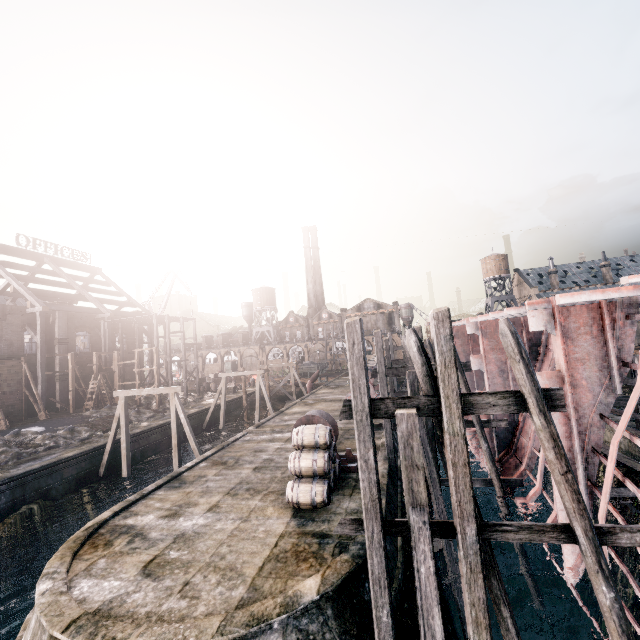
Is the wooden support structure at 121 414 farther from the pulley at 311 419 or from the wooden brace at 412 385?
the wooden brace at 412 385

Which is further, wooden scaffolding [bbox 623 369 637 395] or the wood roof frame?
the wood roof frame

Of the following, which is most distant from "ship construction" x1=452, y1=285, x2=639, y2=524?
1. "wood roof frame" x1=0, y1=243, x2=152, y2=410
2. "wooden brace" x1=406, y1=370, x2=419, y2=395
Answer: "wood roof frame" x1=0, y1=243, x2=152, y2=410

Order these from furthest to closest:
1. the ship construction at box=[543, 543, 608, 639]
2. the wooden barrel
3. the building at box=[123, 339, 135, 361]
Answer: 1. the building at box=[123, 339, 135, 361]
2. the wooden barrel
3. the ship construction at box=[543, 543, 608, 639]

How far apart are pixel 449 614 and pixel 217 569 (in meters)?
8.81

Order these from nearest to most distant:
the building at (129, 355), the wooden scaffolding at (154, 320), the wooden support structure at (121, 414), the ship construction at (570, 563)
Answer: the ship construction at (570, 563) → the wooden support structure at (121, 414) → the wooden scaffolding at (154, 320) → the building at (129, 355)

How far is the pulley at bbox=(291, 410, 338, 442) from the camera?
15.51m

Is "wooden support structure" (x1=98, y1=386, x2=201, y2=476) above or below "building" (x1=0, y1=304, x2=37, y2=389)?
below
